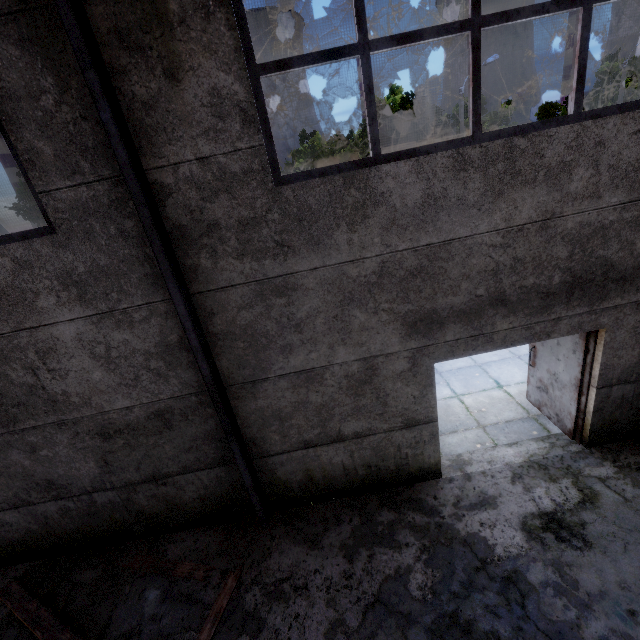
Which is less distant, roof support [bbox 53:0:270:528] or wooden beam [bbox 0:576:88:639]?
roof support [bbox 53:0:270:528]

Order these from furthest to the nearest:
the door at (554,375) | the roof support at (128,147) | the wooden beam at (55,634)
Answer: the door at (554,375) → the wooden beam at (55,634) → the roof support at (128,147)

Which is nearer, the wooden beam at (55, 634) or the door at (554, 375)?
the wooden beam at (55, 634)

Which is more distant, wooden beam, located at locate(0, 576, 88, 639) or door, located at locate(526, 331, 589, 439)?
door, located at locate(526, 331, 589, 439)

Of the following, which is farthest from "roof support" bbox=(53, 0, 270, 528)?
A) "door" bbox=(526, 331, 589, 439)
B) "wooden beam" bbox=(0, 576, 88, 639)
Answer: "door" bbox=(526, 331, 589, 439)

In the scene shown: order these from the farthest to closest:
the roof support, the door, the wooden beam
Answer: the door, the wooden beam, the roof support

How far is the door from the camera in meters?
4.9

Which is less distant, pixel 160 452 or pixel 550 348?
pixel 160 452
